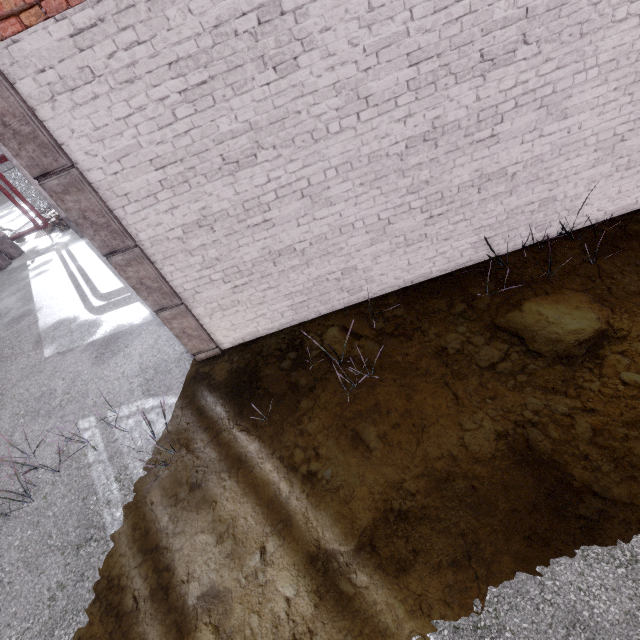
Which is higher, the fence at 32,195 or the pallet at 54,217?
the fence at 32,195

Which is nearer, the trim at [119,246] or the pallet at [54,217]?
the trim at [119,246]

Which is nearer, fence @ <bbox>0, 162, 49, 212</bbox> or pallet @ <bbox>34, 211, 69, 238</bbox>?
pallet @ <bbox>34, 211, 69, 238</bbox>

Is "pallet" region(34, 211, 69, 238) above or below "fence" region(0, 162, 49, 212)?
below

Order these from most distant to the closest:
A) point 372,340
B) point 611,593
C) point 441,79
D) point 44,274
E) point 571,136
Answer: point 44,274 < point 372,340 < point 571,136 < point 441,79 < point 611,593

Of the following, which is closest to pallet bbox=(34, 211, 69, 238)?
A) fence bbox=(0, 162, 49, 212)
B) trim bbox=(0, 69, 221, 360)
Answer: fence bbox=(0, 162, 49, 212)

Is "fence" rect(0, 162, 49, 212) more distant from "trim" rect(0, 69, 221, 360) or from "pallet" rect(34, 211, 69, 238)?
"trim" rect(0, 69, 221, 360)
